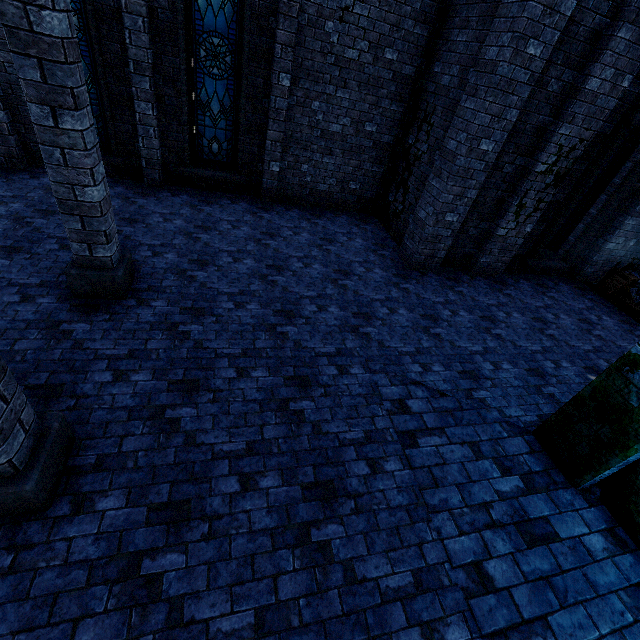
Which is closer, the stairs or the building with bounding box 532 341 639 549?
the building with bounding box 532 341 639 549

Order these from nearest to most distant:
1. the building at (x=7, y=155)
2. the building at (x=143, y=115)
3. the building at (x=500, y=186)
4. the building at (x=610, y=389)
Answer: the building at (x=610, y=389), the building at (x=500, y=186), the building at (x=143, y=115), the building at (x=7, y=155)

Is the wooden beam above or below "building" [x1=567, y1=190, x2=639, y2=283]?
below

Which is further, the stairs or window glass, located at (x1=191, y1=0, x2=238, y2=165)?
the stairs

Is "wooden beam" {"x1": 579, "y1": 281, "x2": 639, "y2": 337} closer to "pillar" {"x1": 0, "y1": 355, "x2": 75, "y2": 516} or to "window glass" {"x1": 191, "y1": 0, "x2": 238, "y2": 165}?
"window glass" {"x1": 191, "y1": 0, "x2": 238, "y2": 165}

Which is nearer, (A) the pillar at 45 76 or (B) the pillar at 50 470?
(B) the pillar at 50 470

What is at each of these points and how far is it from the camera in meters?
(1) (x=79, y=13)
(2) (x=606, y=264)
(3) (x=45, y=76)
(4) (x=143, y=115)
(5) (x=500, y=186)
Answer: (1) window glass, 6.5
(2) building, 9.5
(3) pillar, 3.3
(4) building, 7.4
(5) building, 7.3

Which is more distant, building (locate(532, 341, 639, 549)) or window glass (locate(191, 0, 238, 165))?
window glass (locate(191, 0, 238, 165))
